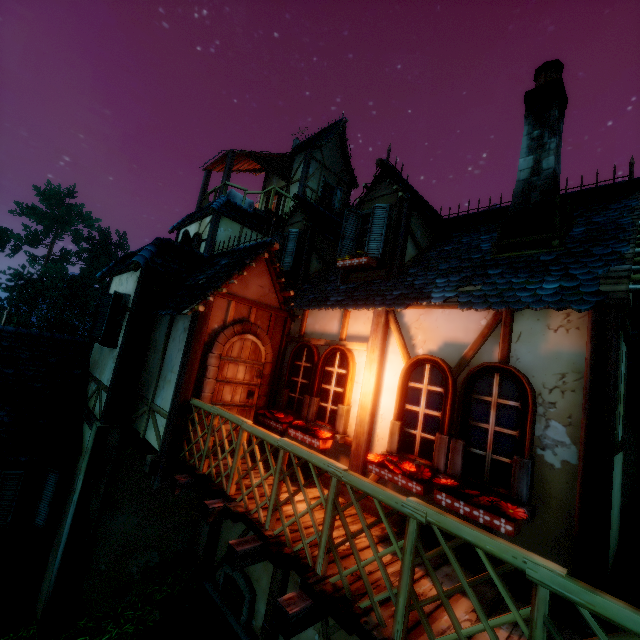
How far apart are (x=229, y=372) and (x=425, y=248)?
4.72m

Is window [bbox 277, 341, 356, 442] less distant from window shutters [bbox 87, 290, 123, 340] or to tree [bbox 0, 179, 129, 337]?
window shutters [bbox 87, 290, 123, 340]

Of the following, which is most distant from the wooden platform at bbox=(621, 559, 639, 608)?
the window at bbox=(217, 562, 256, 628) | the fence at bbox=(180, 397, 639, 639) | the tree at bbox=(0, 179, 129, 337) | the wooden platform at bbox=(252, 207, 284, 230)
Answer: the tree at bbox=(0, 179, 129, 337)

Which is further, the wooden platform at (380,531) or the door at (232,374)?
the door at (232,374)

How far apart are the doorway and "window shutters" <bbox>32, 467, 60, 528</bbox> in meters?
3.8

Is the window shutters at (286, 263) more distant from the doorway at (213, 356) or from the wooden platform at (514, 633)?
the wooden platform at (514, 633)

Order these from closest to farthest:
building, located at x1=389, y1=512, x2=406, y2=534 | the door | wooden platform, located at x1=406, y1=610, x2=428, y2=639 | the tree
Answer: wooden platform, located at x1=406, y1=610, x2=428, y2=639
building, located at x1=389, y1=512, x2=406, y2=534
the door
the tree

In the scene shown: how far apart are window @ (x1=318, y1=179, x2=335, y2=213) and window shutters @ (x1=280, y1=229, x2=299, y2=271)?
7.0m
